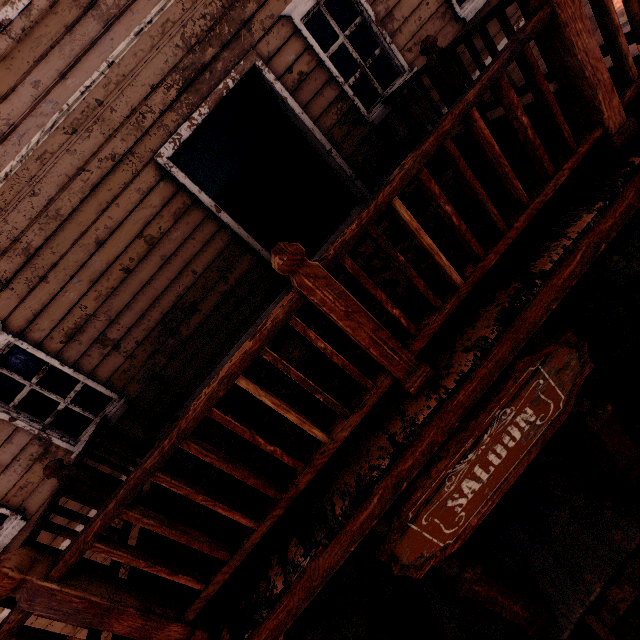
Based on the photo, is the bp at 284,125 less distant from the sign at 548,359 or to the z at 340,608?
the sign at 548,359

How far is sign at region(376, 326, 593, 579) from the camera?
1.87m

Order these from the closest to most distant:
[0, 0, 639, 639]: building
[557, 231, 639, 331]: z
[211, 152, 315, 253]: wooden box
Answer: [0, 0, 639, 639]: building < [557, 231, 639, 331]: z < [211, 152, 315, 253]: wooden box

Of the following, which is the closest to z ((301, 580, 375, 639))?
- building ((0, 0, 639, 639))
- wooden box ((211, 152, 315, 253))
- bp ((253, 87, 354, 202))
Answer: building ((0, 0, 639, 639))

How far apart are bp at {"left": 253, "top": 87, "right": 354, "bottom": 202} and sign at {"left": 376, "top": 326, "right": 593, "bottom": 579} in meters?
4.0 m

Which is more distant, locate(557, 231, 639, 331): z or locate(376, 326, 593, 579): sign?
locate(557, 231, 639, 331): z

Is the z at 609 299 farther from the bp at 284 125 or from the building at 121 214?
the bp at 284 125

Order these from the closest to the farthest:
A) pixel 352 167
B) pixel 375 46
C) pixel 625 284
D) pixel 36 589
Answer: pixel 36 589
pixel 352 167
pixel 625 284
pixel 375 46
